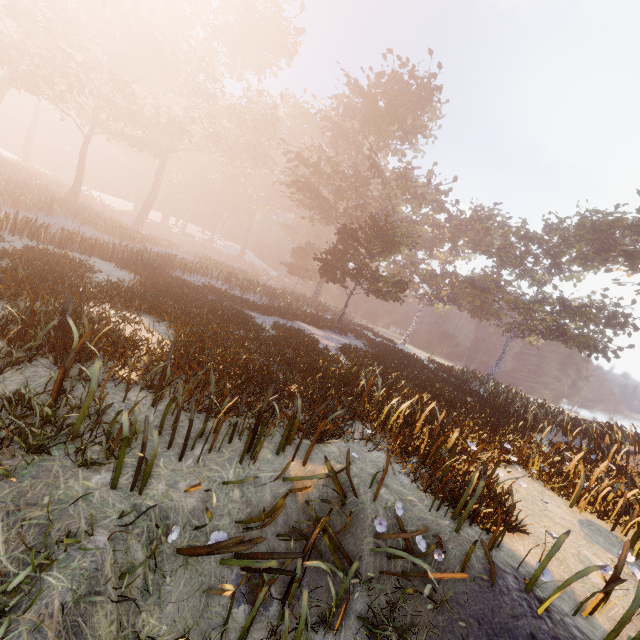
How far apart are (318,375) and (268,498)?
5.2m
